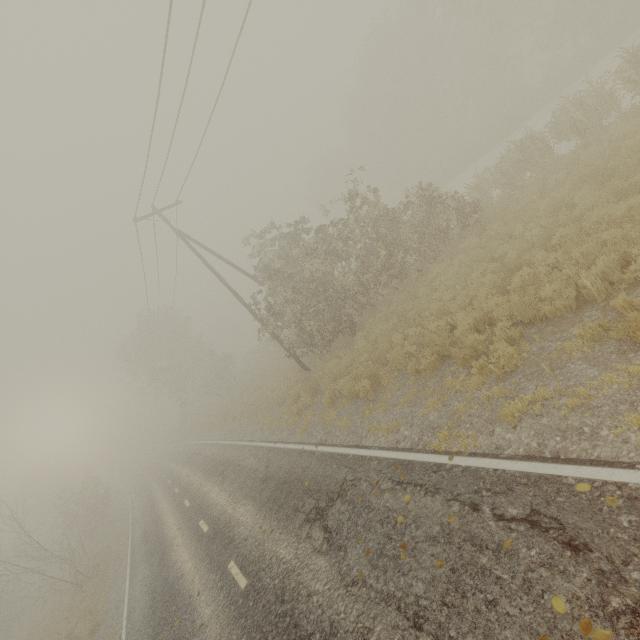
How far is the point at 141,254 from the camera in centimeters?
1877cm

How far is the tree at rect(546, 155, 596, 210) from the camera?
9.3m

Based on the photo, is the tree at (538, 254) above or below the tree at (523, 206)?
above

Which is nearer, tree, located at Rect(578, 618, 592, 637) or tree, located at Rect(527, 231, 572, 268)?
tree, located at Rect(578, 618, 592, 637)

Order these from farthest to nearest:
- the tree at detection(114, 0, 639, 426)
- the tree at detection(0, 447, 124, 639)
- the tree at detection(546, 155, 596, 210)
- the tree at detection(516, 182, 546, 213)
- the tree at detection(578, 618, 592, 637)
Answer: the tree at detection(0, 447, 124, 639) < the tree at detection(114, 0, 639, 426) < the tree at detection(516, 182, 546, 213) < the tree at detection(546, 155, 596, 210) < the tree at detection(578, 618, 592, 637)

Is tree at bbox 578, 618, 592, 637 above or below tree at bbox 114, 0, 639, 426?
below

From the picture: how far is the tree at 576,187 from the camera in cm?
931
